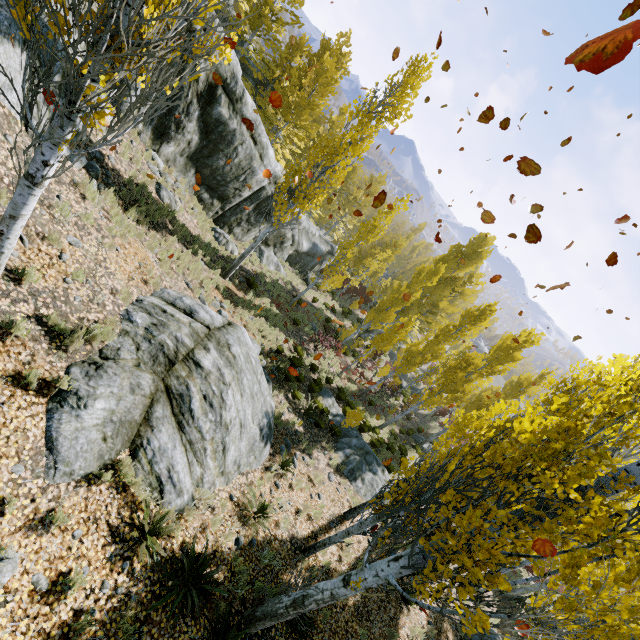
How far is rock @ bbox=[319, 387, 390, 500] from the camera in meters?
13.3

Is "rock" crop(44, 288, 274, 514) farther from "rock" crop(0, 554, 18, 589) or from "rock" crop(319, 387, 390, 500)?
"rock" crop(319, 387, 390, 500)

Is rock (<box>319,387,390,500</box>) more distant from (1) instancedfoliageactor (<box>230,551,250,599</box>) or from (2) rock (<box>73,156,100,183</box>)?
(2) rock (<box>73,156,100,183</box>)

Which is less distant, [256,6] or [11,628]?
[11,628]

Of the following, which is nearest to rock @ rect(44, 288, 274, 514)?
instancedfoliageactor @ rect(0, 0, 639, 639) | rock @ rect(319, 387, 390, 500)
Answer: instancedfoliageactor @ rect(0, 0, 639, 639)

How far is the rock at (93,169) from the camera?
8.0m

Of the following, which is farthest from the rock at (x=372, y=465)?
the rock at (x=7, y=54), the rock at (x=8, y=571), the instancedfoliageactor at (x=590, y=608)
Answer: the rock at (x=8, y=571)

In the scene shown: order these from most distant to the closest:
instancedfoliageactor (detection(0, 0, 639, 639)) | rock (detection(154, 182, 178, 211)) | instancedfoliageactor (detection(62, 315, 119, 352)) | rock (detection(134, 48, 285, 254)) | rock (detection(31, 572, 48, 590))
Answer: rock (detection(134, 48, 285, 254)), rock (detection(154, 182, 178, 211)), instancedfoliageactor (detection(62, 315, 119, 352)), rock (detection(31, 572, 48, 590)), instancedfoliageactor (detection(0, 0, 639, 639))
